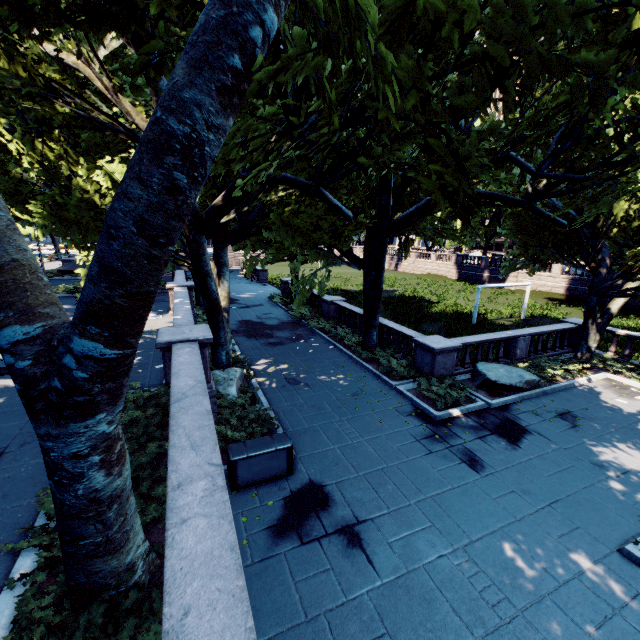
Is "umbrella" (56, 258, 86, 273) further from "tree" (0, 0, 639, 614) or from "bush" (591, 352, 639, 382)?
"bush" (591, 352, 639, 382)

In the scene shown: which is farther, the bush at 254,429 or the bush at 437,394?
the bush at 437,394

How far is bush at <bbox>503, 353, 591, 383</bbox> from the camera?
13.9m

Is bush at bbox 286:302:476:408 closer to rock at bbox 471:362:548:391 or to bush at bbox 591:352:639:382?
rock at bbox 471:362:548:391

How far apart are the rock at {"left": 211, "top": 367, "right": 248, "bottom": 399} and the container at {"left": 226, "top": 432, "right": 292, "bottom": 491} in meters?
3.0 m

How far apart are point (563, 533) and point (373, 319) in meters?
10.2 m

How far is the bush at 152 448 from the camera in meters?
5.0 m

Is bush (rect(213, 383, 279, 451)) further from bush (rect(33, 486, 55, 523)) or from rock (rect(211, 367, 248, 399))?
bush (rect(33, 486, 55, 523))
